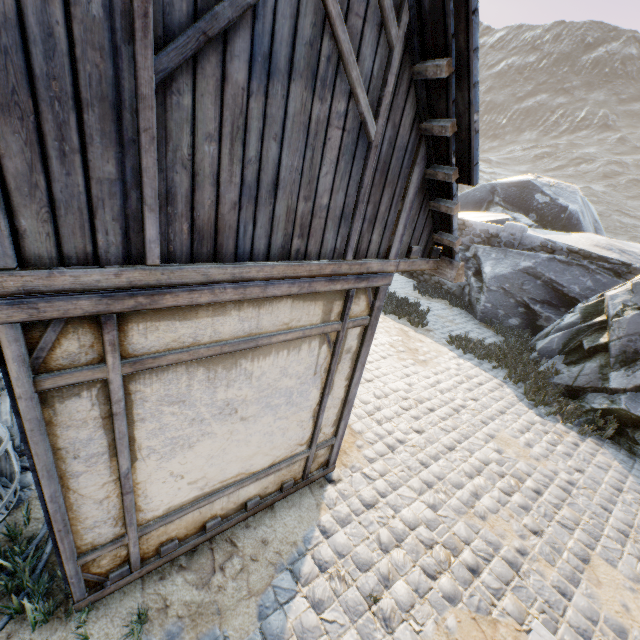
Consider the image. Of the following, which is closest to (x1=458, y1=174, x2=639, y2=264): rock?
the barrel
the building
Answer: the building

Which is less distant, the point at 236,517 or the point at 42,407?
the point at 42,407

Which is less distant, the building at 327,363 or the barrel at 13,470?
the building at 327,363

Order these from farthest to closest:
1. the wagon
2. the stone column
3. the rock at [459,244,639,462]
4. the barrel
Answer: the stone column
the rock at [459,244,639,462]
the wagon
the barrel

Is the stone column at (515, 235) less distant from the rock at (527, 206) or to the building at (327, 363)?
the rock at (527, 206)

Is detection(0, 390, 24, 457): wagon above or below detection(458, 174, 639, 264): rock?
below

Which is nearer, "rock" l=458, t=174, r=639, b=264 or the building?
the building

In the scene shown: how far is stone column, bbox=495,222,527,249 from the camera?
11.74m
